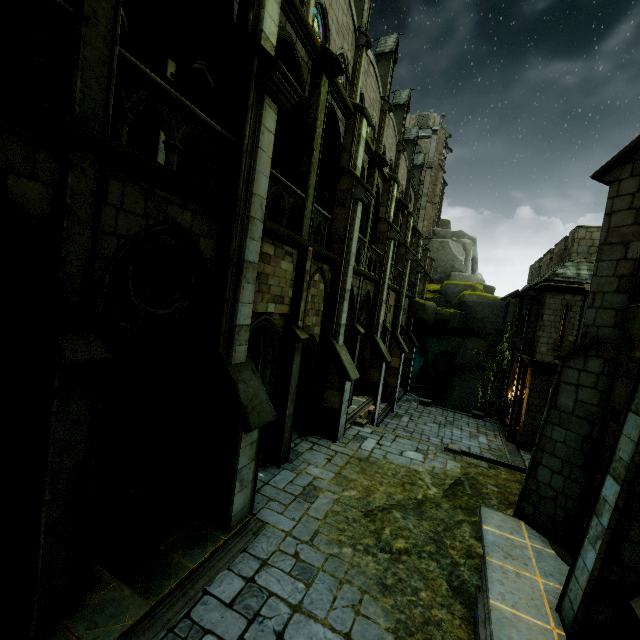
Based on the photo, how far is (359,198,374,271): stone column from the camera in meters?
14.6 m

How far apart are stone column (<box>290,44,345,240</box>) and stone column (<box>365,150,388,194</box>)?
5.1m

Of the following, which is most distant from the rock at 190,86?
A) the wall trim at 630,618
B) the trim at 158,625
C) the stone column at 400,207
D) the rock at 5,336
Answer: the wall trim at 630,618

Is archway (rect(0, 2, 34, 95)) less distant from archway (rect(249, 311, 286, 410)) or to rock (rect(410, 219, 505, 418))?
rock (rect(410, 219, 505, 418))

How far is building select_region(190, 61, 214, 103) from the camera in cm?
903

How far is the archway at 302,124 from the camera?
8.1m

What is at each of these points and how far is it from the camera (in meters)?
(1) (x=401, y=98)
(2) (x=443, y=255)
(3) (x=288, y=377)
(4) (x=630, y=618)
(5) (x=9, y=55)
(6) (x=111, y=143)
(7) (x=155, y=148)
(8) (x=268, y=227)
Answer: (1) merlon, 28.69
(2) rock, 40.25
(3) stone column, 9.34
(4) wall trim, 4.58
(5) archway, 5.32
(6) wall trim, 4.14
(7) building, 7.72
(8) wall trim, 7.50

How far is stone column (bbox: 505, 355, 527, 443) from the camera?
19.7 meters
